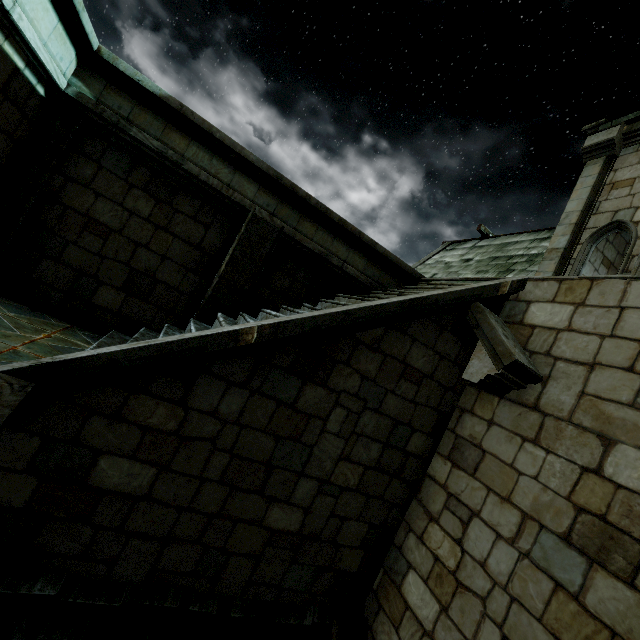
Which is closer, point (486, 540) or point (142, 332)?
point (486, 540)
